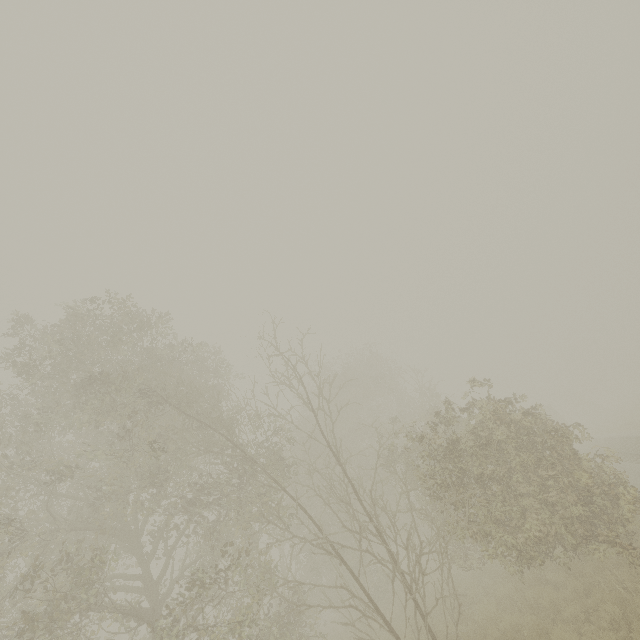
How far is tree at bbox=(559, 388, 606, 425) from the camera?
54.9m

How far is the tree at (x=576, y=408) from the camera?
54.94m

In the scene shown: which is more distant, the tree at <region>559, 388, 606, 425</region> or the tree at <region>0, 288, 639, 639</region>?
the tree at <region>559, 388, 606, 425</region>

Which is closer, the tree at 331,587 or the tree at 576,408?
the tree at 331,587

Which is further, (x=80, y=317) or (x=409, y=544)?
(x=80, y=317)
